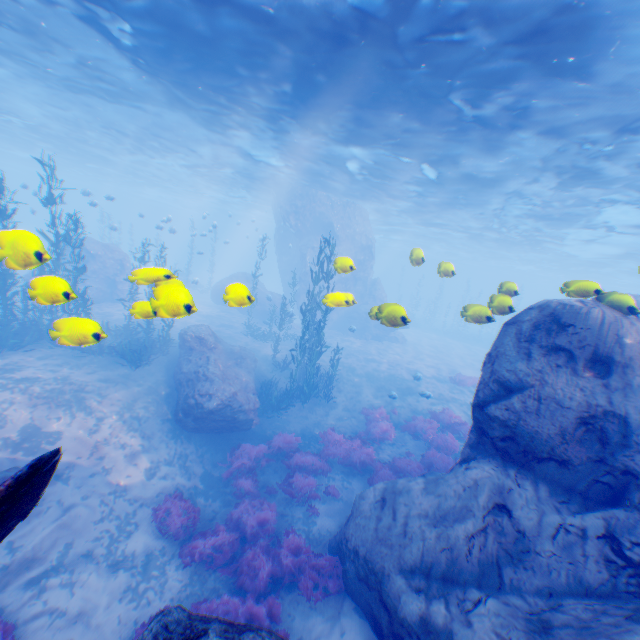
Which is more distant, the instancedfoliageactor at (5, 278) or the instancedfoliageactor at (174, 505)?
the instancedfoliageactor at (174, 505)

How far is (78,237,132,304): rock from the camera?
23.6 meters

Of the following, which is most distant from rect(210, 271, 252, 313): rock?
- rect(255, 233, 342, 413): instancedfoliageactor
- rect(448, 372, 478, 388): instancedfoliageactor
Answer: → rect(448, 372, 478, 388): instancedfoliageactor

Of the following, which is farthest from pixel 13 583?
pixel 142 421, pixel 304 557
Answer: pixel 304 557

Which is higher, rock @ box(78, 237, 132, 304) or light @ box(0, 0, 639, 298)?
light @ box(0, 0, 639, 298)

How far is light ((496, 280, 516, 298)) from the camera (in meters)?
8.14

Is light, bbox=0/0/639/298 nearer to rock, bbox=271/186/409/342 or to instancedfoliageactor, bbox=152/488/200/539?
rock, bbox=271/186/409/342

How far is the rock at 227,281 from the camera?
5.57m
